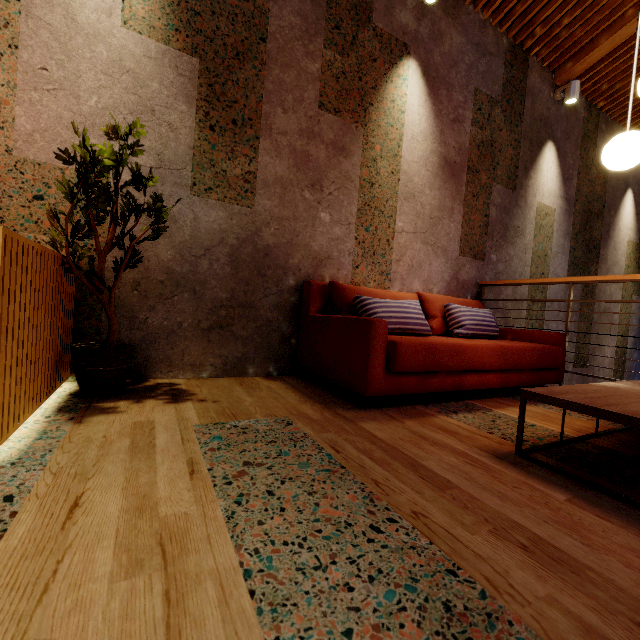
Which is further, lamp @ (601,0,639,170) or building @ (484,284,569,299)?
building @ (484,284,569,299)

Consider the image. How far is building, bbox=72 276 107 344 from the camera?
2.1 meters

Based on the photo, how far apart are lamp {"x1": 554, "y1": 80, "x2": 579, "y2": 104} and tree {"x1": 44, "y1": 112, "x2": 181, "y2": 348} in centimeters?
552cm

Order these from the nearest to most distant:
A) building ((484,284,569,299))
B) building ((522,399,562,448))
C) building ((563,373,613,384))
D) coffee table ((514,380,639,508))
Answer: coffee table ((514,380,639,508))
building ((522,399,562,448))
building ((484,284,569,299))
building ((563,373,613,384))

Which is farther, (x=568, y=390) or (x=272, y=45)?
(x=272, y=45)

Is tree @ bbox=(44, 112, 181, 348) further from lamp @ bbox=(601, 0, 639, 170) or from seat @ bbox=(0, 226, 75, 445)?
lamp @ bbox=(601, 0, 639, 170)

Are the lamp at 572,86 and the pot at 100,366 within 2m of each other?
no

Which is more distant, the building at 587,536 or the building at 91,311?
the building at 91,311
